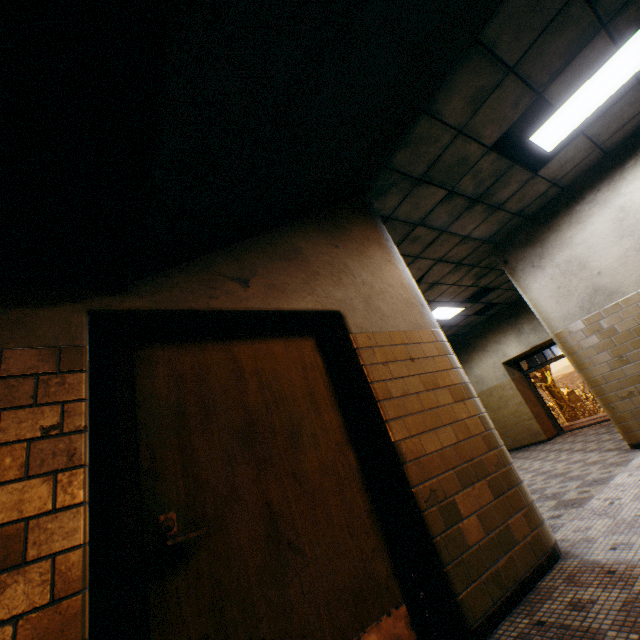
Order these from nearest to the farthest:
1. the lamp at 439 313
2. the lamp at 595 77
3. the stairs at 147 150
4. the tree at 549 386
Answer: the stairs at 147 150
the lamp at 595 77
the lamp at 439 313
the tree at 549 386

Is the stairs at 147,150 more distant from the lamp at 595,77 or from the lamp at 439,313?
the lamp at 439,313

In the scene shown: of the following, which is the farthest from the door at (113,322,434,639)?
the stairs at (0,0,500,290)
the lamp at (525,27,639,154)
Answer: the lamp at (525,27,639,154)

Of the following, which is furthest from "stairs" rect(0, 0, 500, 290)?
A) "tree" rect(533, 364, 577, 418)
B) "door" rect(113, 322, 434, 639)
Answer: "tree" rect(533, 364, 577, 418)

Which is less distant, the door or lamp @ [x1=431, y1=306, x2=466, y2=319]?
the door

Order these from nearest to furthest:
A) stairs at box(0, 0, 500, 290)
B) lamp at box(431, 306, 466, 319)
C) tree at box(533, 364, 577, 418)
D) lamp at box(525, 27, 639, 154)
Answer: stairs at box(0, 0, 500, 290), lamp at box(525, 27, 639, 154), lamp at box(431, 306, 466, 319), tree at box(533, 364, 577, 418)

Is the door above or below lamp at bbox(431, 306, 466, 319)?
below

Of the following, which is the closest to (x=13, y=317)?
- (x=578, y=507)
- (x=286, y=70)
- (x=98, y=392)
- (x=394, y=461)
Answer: (x=286, y=70)
